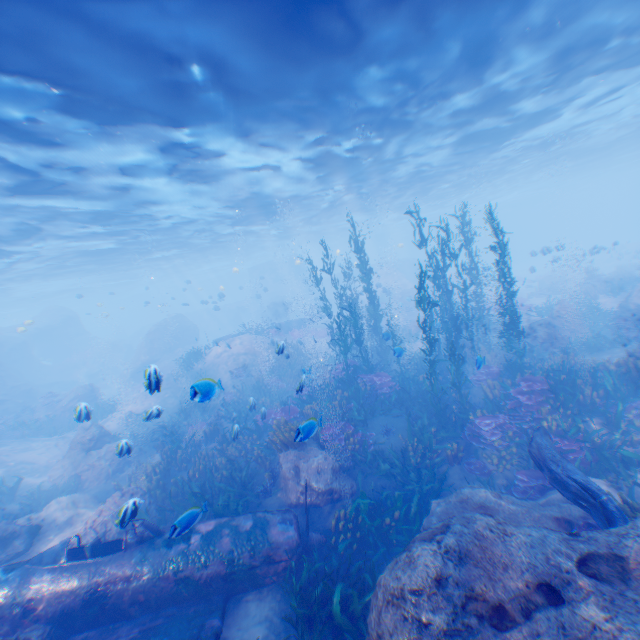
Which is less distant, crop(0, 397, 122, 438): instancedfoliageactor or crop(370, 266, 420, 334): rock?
crop(0, 397, 122, 438): instancedfoliageactor

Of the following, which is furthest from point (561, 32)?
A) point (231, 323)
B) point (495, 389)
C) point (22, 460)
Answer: point (231, 323)

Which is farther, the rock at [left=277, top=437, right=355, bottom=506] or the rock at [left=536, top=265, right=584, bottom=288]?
the rock at [left=536, top=265, right=584, bottom=288]

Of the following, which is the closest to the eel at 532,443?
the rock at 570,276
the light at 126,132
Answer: the light at 126,132

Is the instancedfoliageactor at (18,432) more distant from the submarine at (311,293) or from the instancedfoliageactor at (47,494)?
the submarine at (311,293)

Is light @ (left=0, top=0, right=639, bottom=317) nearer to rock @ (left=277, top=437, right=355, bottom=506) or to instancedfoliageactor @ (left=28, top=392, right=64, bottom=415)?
rock @ (left=277, top=437, right=355, bottom=506)

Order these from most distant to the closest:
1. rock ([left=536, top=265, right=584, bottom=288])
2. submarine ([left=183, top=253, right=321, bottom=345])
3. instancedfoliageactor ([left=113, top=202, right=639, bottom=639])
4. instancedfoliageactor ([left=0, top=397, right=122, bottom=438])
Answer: submarine ([left=183, top=253, right=321, bottom=345]) < rock ([left=536, top=265, right=584, bottom=288]) < instancedfoliageactor ([left=0, top=397, right=122, bottom=438]) < instancedfoliageactor ([left=113, top=202, right=639, bottom=639])

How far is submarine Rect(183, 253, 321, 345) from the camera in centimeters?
4697cm
